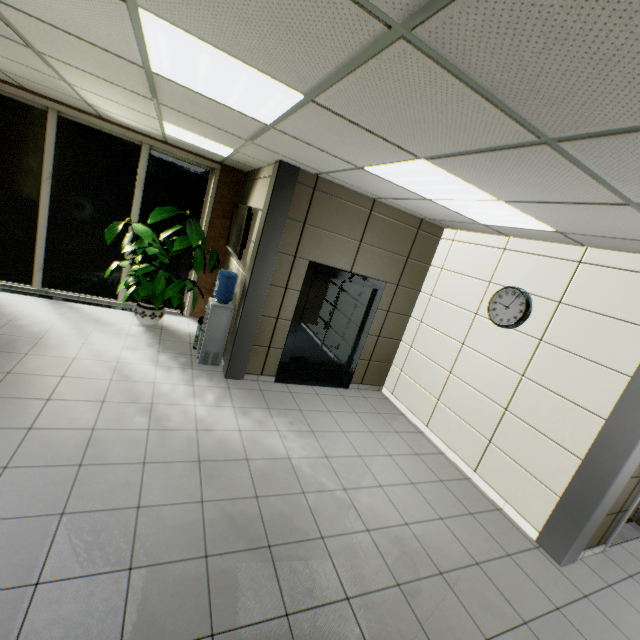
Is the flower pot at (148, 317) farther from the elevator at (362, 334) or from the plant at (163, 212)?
the elevator at (362, 334)

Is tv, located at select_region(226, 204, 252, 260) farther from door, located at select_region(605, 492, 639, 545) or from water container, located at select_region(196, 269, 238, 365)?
door, located at select_region(605, 492, 639, 545)

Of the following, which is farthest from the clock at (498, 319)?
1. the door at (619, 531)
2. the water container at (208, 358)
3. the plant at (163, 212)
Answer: the plant at (163, 212)

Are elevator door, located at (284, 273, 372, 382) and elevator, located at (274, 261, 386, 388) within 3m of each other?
yes

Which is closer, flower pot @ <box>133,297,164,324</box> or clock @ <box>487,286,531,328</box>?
clock @ <box>487,286,531,328</box>

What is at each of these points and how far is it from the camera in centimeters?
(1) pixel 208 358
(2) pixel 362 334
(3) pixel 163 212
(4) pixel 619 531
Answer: (1) water container, 520cm
(2) elevator, 574cm
(3) plant, 537cm
(4) door, 433cm

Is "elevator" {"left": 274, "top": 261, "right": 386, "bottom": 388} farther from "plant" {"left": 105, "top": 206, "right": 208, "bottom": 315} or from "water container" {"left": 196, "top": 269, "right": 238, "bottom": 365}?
"plant" {"left": 105, "top": 206, "right": 208, "bottom": 315}

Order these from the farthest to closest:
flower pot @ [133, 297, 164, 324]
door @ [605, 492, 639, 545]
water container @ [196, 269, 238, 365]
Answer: → flower pot @ [133, 297, 164, 324] < water container @ [196, 269, 238, 365] < door @ [605, 492, 639, 545]
